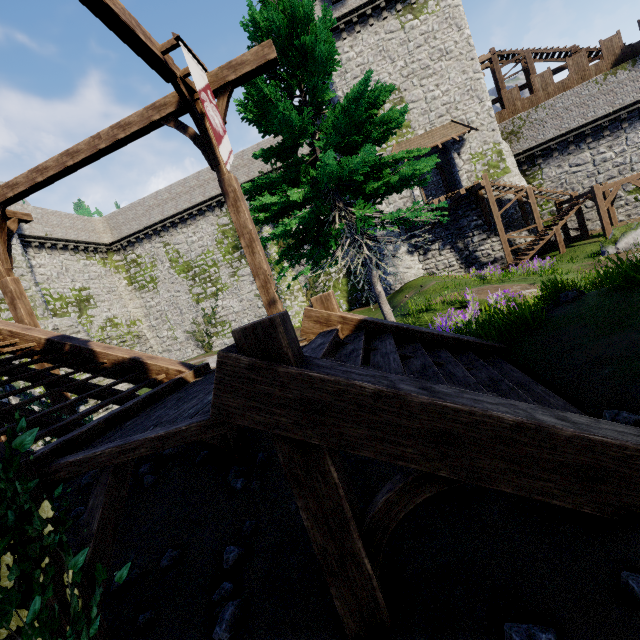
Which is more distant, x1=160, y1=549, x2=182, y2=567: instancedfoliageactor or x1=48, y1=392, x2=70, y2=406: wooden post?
x1=48, y1=392, x2=70, y2=406: wooden post

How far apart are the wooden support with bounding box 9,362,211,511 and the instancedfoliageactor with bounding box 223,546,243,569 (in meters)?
1.17

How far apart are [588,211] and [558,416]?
29.47m

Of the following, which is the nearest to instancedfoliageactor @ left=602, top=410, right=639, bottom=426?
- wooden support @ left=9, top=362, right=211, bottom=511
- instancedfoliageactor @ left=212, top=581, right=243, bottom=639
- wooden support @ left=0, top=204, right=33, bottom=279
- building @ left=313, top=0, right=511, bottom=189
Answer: instancedfoliageactor @ left=212, top=581, right=243, bottom=639

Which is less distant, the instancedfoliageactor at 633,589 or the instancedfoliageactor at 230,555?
the instancedfoliageactor at 633,589

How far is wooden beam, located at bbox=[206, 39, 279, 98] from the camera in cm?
600

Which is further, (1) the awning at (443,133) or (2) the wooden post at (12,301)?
(1) the awning at (443,133)

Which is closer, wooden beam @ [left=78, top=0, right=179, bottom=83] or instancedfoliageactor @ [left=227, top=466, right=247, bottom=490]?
wooden beam @ [left=78, top=0, right=179, bottom=83]
